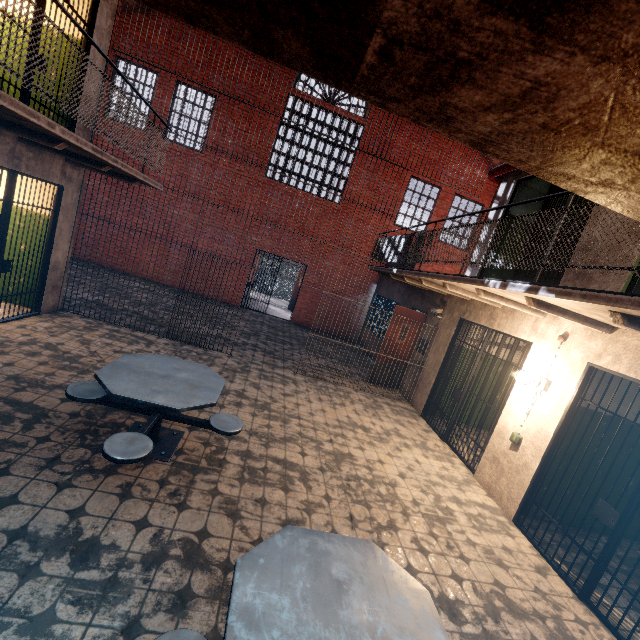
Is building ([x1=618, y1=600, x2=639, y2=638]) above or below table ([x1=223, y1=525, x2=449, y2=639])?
below

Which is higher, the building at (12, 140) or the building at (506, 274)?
the building at (506, 274)

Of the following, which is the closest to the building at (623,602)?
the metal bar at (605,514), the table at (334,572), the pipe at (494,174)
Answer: the metal bar at (605,514)

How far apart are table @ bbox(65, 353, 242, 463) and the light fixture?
3.9m

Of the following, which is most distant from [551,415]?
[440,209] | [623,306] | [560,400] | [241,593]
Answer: [440,209]

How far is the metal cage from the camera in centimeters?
1873cm

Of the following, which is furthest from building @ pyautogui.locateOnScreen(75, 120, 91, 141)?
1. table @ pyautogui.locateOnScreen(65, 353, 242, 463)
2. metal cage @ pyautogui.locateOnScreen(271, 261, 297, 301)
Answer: metal cage @ pyautogui.locateOnScreen(271, 261, 297, 301)

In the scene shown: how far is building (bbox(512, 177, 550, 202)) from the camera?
6.7 meters
